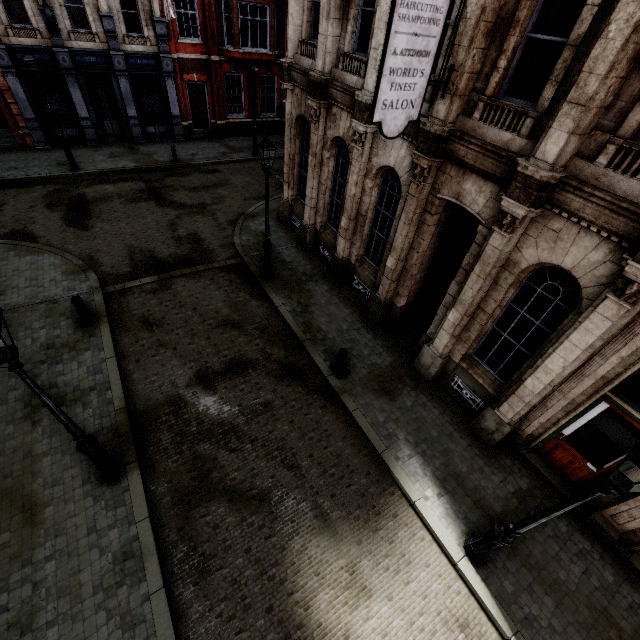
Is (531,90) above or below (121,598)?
above

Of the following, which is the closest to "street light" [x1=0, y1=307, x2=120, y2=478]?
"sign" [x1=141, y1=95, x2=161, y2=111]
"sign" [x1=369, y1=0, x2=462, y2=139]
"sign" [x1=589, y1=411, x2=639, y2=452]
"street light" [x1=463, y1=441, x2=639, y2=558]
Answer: "sign" [x1=369, y1=0, x2=462, y2=139]

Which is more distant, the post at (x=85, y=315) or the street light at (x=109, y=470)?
the post at (x=85, y=315)

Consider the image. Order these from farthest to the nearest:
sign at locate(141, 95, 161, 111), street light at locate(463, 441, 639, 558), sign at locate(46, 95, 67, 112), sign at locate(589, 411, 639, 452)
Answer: sign at locate(141, 95, 161, 111), sign at locate(46, 95, 67, 112), sign at locate(589, 411, 639, 452), street light at locate(463, 441, 639, 558)

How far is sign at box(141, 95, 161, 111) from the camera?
19.5 meters

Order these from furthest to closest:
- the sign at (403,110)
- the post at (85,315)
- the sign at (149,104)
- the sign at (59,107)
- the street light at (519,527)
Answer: the sign at (149,104) → the sign at (59,107) → the post at (85,315) → the sign at (403,110) → the street light at (519,527)

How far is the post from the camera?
9.1 meters

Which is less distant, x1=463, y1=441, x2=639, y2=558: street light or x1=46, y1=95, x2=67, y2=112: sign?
x1=463, y1=441, x2=639, y2=558: street light
